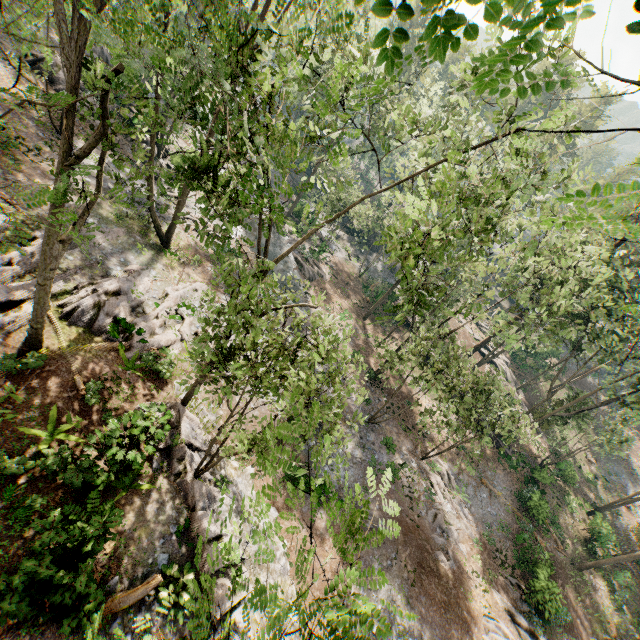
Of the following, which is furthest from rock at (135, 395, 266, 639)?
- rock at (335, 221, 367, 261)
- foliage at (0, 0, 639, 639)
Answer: rock at (335, 221, 367, 261)

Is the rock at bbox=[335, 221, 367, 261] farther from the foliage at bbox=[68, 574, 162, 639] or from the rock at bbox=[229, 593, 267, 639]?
the rock at bbox=[229, 593, 267, 639]

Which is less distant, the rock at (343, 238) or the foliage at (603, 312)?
the foliage at (603, 312)

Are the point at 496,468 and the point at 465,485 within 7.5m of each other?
yes

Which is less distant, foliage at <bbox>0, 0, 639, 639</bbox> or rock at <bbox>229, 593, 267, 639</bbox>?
foliage at <bbox>0, 0, 639, 639</bbox>

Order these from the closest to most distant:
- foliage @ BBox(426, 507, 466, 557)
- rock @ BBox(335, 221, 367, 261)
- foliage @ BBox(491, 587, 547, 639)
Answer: foliage @ BBox(491, 587, 547, 639), foliage @ BBox(426, 507, 466, 557), rock @ BBox(335, 221, 367, 261)

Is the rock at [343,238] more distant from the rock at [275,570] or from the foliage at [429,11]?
the rock at [275,570]
